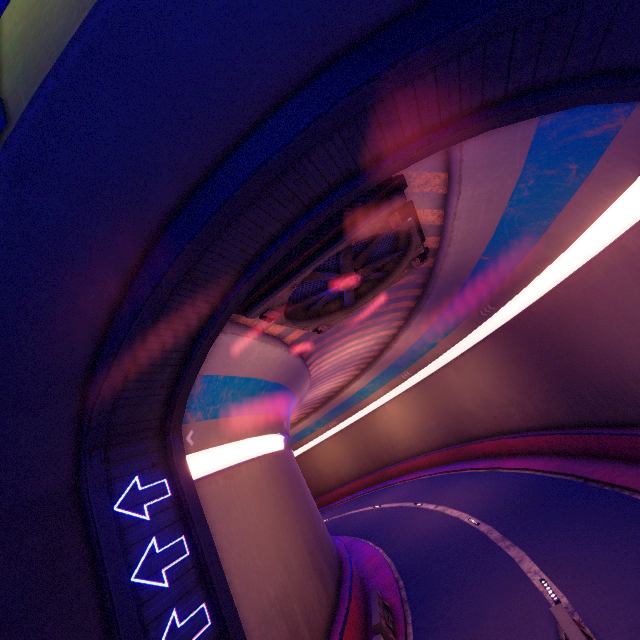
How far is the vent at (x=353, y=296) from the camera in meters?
8.2

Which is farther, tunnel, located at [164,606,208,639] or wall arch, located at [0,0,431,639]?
tunnel, located at [164,606,208,639]

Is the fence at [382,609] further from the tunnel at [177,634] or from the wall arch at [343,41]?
the wall arch at [343,41]

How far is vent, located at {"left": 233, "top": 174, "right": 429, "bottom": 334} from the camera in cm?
820

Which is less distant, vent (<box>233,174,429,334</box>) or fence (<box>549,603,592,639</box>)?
fence (<box>549,603,592,639</box>)

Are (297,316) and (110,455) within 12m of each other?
yes

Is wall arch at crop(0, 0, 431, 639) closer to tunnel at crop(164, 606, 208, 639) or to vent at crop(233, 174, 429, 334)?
tunnel at crop(164, 606, 208, 639)

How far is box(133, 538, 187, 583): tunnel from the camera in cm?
666
